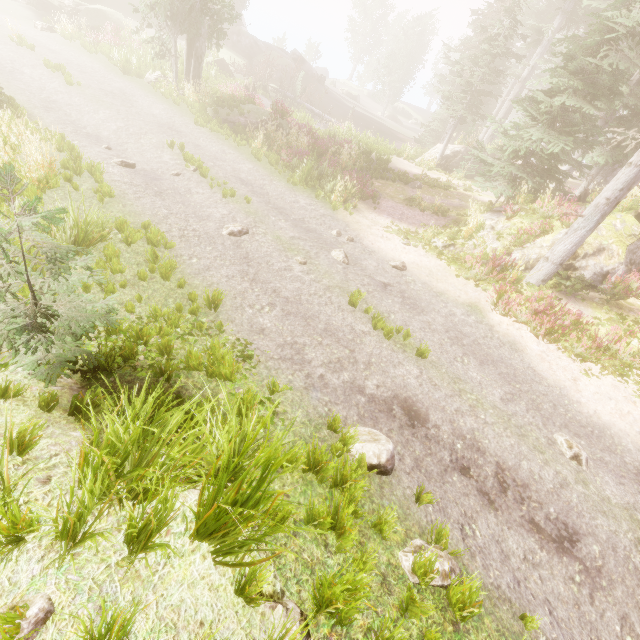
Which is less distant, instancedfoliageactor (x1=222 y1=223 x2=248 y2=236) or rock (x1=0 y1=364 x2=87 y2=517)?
rock (x1=0 y1=364 x2=87 y2=517)

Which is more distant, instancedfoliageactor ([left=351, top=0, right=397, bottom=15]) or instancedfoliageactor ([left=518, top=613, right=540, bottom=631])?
instancedfoliageactor ([left=351, top=0, right=397, bottom=15])

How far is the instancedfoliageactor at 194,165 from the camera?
10.8m

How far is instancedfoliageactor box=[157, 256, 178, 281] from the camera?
6.1 meters

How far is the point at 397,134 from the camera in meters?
36.6

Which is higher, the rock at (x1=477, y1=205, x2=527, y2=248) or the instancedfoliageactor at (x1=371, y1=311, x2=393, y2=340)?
the rock at (x1=477, y1=205, x2=527, y2=248)
